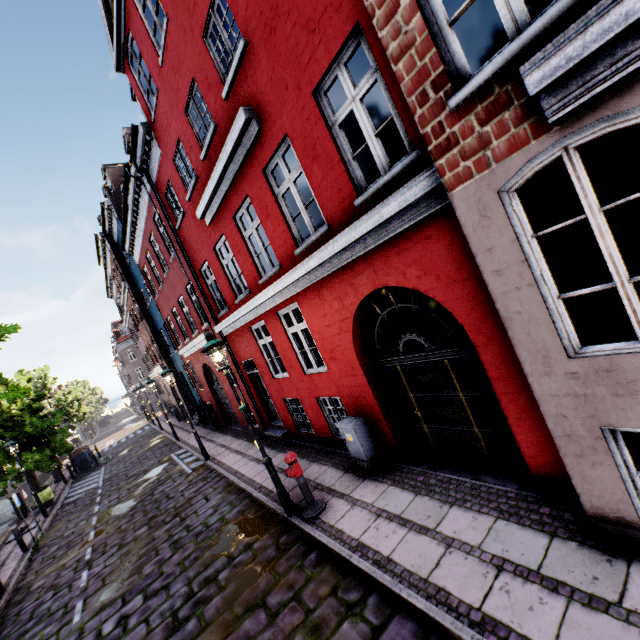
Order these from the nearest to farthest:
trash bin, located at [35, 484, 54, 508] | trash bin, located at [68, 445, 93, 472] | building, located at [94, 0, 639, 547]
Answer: building, located at [94, 0, 639, 547] < trash bin, located at [35, 484, 54, 508] < trash bin, located at [68, 445, 93, 472]

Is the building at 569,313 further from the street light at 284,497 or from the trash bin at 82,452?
the trash bin at 82,452

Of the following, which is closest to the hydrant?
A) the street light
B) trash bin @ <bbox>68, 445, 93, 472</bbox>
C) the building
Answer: the street light

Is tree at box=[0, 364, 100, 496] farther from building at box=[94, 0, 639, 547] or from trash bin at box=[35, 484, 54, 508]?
building at box=[94, 0, 639, 547]

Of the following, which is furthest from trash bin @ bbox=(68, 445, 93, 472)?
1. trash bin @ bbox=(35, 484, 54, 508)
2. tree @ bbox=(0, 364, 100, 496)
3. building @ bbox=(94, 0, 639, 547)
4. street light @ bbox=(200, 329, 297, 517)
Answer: building @ bbox=(94, 0, 639, 547)

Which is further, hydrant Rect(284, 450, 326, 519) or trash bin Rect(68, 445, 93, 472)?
trash bin Rect(68, 445, 93, 472)

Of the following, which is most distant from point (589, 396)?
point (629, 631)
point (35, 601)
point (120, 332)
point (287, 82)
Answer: point (120, 332)

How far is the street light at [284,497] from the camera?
6.1m
